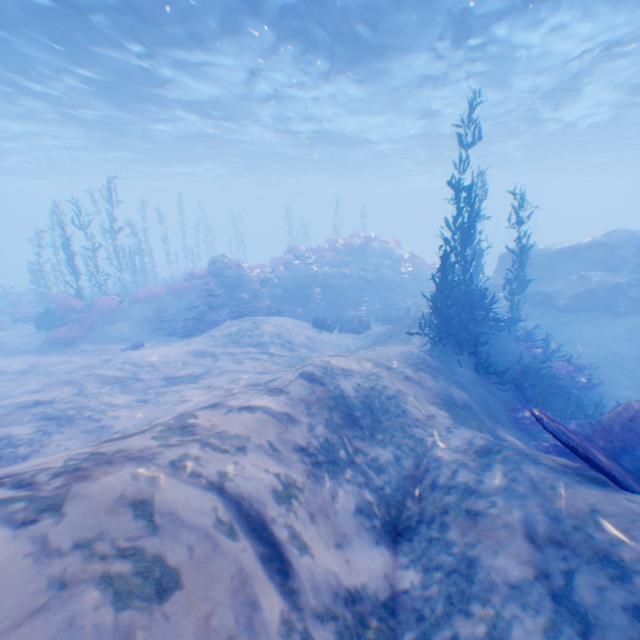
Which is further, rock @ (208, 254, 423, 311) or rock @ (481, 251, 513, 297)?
rock @ (481, 251, 513, 297)

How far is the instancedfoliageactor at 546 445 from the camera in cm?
652

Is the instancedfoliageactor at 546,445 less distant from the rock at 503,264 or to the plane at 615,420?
the plane at 615,420

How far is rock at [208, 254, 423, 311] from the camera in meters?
17.5 m

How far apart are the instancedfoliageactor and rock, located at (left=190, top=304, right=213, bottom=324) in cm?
1309

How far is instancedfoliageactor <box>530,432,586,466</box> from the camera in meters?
6.5

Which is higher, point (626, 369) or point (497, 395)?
point (497, 395)

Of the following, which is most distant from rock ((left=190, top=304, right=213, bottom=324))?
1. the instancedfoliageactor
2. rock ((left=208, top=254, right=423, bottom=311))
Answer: the instancedfoliageactor
